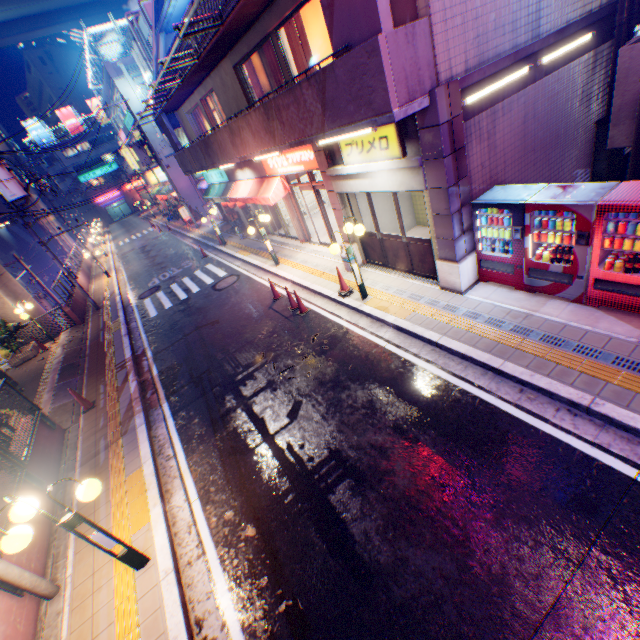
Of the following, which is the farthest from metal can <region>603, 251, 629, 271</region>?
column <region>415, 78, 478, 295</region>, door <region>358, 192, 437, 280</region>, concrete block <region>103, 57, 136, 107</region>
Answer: concrete block <region>103, 57, 136, 107</region>

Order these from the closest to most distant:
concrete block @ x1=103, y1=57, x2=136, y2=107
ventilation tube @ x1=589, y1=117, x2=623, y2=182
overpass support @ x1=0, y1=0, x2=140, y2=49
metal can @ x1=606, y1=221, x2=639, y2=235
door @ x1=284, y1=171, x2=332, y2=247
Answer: metal can @ x1=606, y1=221, x2=639, y2=235, ventilation tube @ x1=589, y1=117, x2=623, y2=182, door @ x1=284, y1=171, x2=332, y2=247, concrete block @ x1=103, y1=57, x2=136, y2=107, overpass support @ x1=0, y1=0, x2=140, y2=49

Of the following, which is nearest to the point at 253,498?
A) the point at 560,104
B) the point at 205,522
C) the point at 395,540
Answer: the point at 205,522

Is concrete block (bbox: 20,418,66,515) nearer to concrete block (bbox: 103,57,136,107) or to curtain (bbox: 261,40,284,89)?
curtain (bbox: 261,40,284,89)

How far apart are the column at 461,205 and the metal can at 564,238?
1.33m

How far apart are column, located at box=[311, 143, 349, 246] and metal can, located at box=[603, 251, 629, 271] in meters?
6.5

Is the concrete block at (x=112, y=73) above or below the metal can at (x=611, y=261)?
above

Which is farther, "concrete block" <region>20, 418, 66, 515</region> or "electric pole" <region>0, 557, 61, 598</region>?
"concrete block" <region>20, 418, 66, 515</region>
